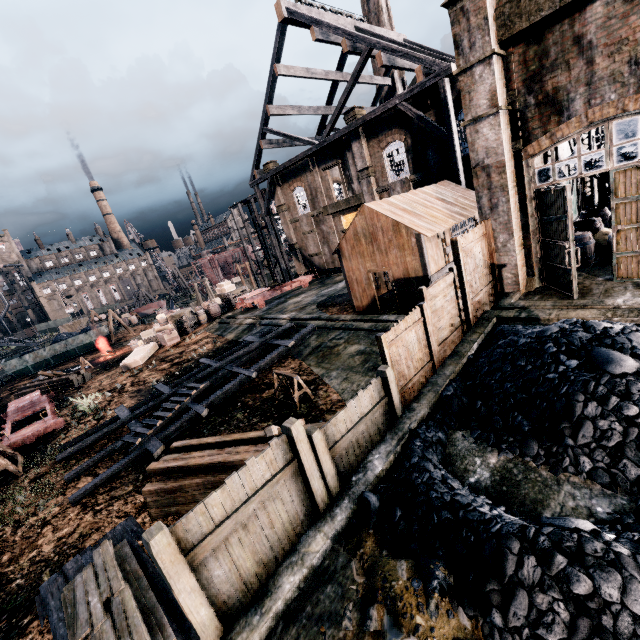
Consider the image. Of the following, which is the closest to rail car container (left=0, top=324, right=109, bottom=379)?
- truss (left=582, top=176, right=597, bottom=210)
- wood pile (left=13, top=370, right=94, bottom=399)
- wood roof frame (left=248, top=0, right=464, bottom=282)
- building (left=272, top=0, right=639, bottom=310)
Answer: building (left=272, top=0, right=639, bottom=310)

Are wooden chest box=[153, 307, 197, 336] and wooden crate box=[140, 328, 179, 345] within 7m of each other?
yes

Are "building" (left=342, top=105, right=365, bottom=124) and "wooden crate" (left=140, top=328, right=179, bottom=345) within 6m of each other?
no

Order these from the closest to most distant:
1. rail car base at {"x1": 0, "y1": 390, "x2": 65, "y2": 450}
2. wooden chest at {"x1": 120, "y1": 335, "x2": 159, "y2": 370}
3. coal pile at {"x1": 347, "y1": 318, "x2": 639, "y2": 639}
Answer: coal pile at {"x1": 347, "y1": 318, "x2": 639, "y2": 639} → rail car base at {"x1": 0, "y1": 390, "x2": 65, "y2": 450} → wooden chest at {"x1": 120, "y1": 335, "x2": 159, "y2": 370}

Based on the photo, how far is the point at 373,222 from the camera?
15.9m

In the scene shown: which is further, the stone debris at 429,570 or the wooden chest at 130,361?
the wooden chest at 130,361

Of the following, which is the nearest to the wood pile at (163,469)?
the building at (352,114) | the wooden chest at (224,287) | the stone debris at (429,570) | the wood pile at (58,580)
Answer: the wood pile at (58,580)

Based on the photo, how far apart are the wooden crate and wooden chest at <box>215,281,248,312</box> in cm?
792
